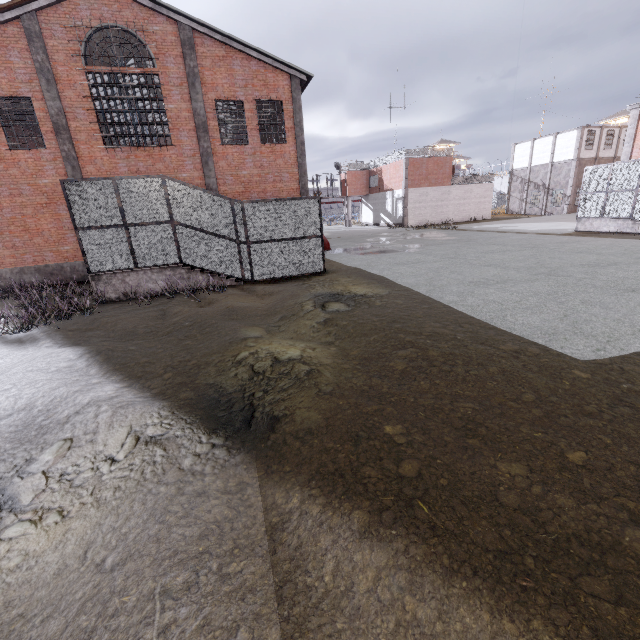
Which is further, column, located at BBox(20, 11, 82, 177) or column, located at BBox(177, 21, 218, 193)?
column, located at BBox(177, 21, 218, 193)

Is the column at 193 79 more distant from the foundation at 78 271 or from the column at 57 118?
the foundation at 78 271

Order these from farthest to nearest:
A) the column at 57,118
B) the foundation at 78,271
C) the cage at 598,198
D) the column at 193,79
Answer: the cage at 598,198 → the foundation at 78,271 → the column at 193,79 → the column at 57,118

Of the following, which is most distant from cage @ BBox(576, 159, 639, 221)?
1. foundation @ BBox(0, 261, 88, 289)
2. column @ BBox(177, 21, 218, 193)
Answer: foundation @ BBox(0, 261, 88, 289)

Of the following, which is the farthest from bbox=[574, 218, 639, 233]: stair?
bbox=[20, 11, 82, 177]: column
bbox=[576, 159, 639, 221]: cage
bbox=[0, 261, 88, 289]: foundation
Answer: bbox=[0, 261, 88, 289]: foundation

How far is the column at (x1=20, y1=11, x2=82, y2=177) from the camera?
13.1 meters

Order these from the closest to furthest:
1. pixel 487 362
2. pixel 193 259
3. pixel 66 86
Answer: pixel 487 362 < pixel 193 259 < pixel 66 86

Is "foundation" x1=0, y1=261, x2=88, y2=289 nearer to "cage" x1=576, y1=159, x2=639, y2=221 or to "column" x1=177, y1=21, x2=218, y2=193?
"column" x1=177, y1=21, x2=218, y2=193
